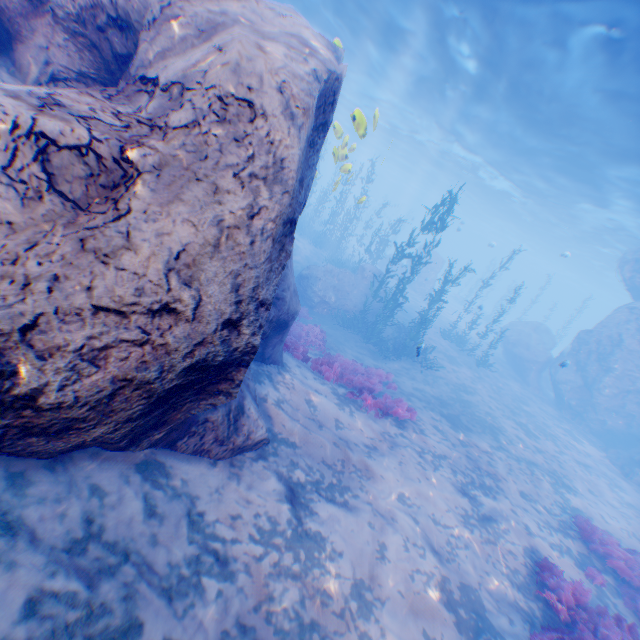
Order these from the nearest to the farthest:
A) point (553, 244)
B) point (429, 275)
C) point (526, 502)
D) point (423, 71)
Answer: point (526, 502) → point (423, 71) → point (429, 275) → point (553, 244)

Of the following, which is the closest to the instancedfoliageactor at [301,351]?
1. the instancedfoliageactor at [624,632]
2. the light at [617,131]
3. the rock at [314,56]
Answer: the rock at [314,56]

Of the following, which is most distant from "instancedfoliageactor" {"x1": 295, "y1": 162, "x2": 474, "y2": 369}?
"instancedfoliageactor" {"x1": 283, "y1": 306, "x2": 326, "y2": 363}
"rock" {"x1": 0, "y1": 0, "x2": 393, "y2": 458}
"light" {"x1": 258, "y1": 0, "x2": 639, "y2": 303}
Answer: "light" {"x1": 258, "y1": 0, "x2": 639, "y2": 303}

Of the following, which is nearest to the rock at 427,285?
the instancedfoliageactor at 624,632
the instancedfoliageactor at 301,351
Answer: the instancedfoliageactor at 301,351

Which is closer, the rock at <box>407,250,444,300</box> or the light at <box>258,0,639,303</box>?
the light at <box>258,0,639,303</box>

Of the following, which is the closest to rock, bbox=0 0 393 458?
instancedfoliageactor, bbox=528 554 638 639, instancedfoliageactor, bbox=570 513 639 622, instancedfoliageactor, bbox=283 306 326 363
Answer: instancedfoliageactor, bbox=283 306 326 363

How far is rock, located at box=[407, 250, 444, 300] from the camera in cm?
3275

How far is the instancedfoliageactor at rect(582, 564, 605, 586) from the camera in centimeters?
784cm
